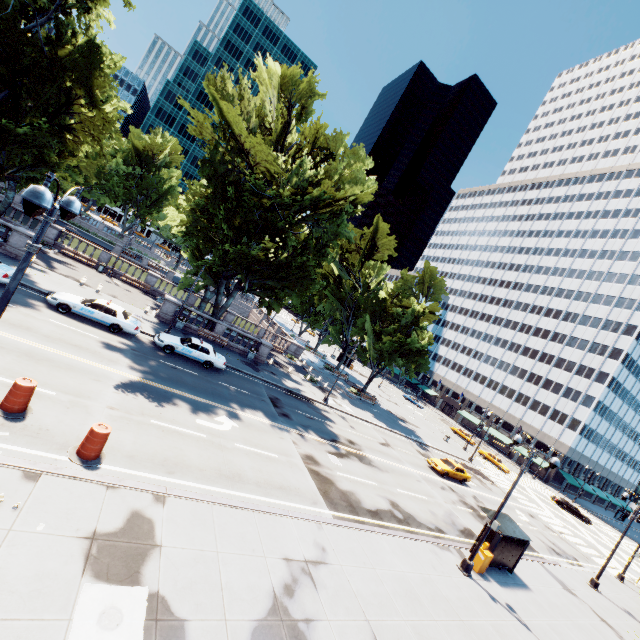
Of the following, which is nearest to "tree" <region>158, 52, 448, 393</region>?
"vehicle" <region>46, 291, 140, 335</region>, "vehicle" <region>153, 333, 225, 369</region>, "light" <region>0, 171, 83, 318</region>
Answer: "vehicle" <region>153, 333, 225, 369</region>

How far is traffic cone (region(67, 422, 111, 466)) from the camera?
10.17m

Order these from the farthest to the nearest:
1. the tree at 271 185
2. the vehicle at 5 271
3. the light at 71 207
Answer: the tree at 271 185 < the vehicle at 5 271 < the light at 71 207

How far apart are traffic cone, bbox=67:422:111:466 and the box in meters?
18.2

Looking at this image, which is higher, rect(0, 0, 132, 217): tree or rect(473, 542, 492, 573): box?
rect(0, 0, 132, 217): tree

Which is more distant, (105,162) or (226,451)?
(105,162)

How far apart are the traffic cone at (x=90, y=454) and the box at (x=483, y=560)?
18.2 meters

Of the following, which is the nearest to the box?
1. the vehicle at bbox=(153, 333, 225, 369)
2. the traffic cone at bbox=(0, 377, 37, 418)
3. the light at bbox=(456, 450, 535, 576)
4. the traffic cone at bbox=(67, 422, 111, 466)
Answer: the light at bbox=(456, 450, 535, 576)
